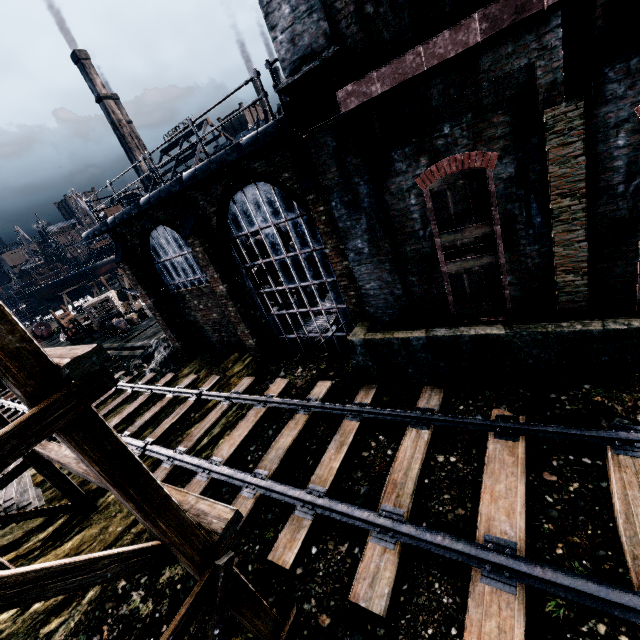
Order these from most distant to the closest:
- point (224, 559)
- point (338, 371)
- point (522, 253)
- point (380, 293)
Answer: point (338, 371) < point (380, 293) < point (522, 253) < point (224, 559)

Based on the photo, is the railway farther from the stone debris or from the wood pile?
the stone debris

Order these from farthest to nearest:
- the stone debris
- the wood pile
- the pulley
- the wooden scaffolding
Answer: the pulley < the stone debris < the wood pile < the wooden scaffolding

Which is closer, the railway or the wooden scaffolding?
the wooden scaffolding

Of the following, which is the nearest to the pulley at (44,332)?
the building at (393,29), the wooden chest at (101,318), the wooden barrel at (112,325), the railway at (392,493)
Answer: the wooden chest at (101,318)

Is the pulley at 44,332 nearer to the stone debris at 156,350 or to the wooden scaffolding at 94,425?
the stone debris at 156,350

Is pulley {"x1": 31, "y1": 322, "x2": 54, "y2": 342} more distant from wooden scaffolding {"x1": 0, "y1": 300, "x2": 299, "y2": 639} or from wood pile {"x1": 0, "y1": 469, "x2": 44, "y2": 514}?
wooden scaffolding {"x1": 0, "y1": 300, "x2": 299, "y2": 639}

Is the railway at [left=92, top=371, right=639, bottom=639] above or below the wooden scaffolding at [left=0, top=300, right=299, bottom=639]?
below
